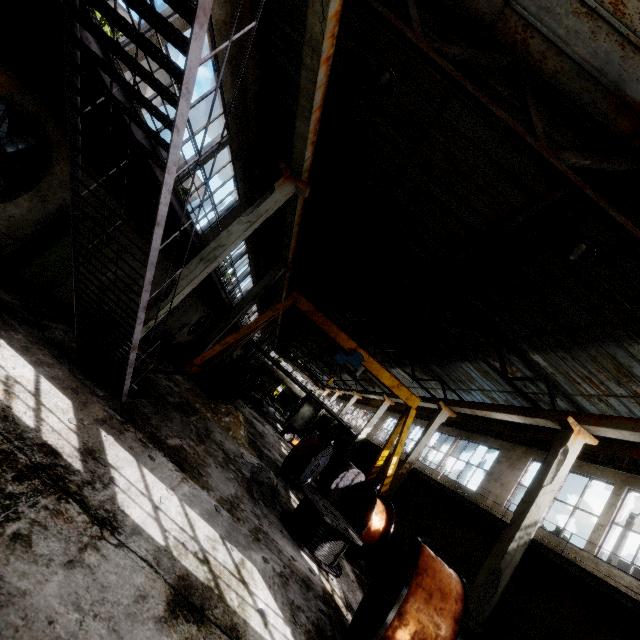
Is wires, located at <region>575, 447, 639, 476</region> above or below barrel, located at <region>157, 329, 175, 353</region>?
above

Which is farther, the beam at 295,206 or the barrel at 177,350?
the barrel at 177,350

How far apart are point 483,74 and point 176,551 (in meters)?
9.75

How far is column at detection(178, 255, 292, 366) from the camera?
16.53m

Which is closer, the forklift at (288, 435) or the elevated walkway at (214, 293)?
the elevated walkway at (214, 293)

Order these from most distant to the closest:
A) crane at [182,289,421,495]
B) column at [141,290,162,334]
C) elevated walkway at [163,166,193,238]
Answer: crane at [182,289,421,495], column at [141,290,162,334], elevated walkway at [163,166,193,238]

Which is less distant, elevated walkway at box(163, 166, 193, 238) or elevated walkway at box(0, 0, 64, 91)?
elevated walkway at box(0, 0, 64, 91)

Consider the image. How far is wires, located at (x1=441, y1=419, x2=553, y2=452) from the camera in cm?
1474
